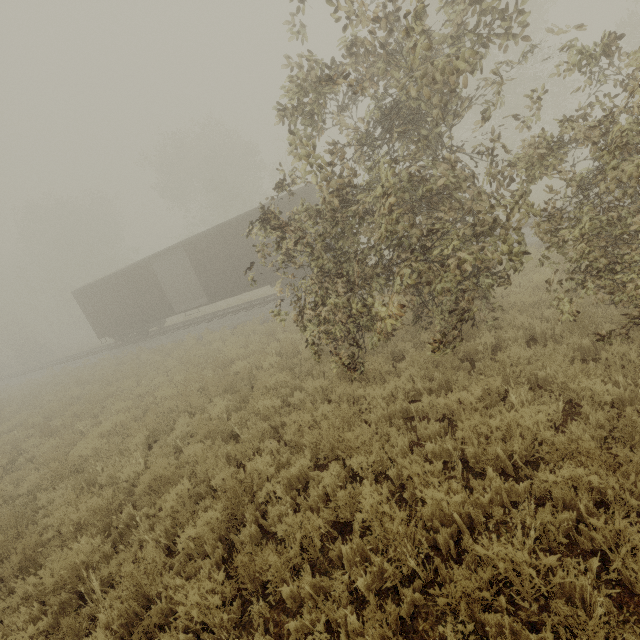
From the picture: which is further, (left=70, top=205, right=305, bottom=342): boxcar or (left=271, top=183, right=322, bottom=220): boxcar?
(left=70, top=205, right=305, bottom=342): boxcar

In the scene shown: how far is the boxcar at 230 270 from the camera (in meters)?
16.45

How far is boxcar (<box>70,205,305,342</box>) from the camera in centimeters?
1645cm

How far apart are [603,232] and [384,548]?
5.4 meters

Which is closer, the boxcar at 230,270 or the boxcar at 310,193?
the boxcar at 310,193
